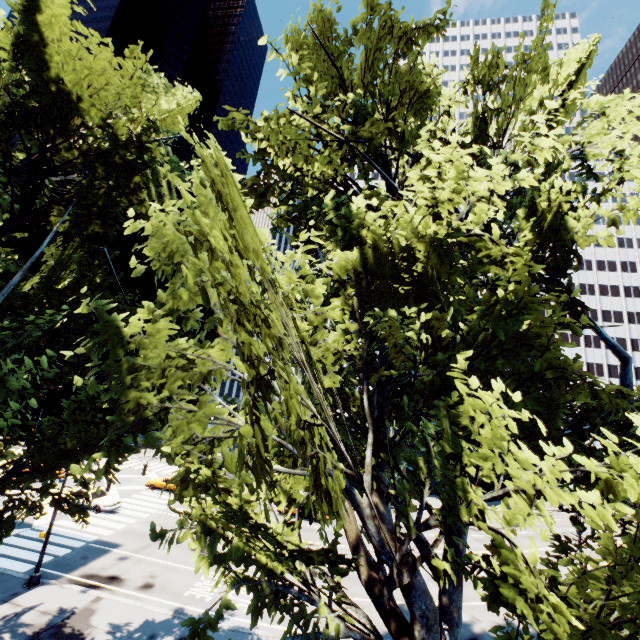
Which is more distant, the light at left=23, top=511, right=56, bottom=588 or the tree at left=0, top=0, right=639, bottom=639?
the light at left=23, top=511, right=56, bottom=588

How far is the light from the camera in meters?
16.4 m

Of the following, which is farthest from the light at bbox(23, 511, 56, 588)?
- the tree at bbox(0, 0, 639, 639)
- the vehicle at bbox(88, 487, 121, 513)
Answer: the vehicle at bbox(88, 487, 121, 513)

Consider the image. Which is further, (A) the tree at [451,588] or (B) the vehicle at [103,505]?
(B) the vehicle at [103,505]

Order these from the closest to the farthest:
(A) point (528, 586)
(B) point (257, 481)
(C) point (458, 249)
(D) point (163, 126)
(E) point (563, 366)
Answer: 1. (B) point (257, 481)
2. (A) point (528, 586)
3. (E) point (563, 366)
4. (C) point (458, 249)
5. (D) point (163, 126)

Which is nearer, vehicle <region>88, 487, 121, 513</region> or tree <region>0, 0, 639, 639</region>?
tree <region>0, 0, 639, 639</region>

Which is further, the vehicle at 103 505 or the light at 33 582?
the vehicle at 103 505

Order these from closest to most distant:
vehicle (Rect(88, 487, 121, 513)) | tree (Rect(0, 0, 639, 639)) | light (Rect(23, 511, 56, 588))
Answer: tree (Rect(0, 0, 639, 639))
light (Rect(23, 511, 56, 588))
vehicle (Rect(88, 487, 121, 513))
